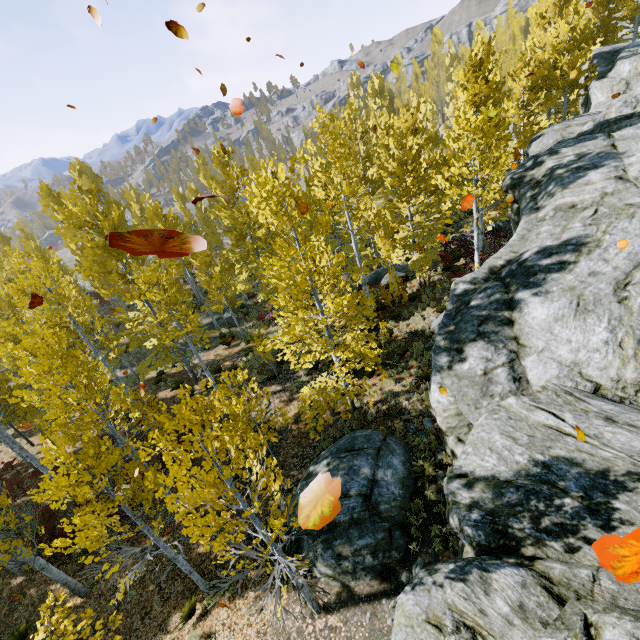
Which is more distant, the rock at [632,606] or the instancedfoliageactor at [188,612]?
the instancedfoliageactor at [188,612]

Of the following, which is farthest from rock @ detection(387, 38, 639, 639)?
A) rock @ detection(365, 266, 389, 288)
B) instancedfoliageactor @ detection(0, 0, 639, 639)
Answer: rock @ detection(365, 266, 389, 288)

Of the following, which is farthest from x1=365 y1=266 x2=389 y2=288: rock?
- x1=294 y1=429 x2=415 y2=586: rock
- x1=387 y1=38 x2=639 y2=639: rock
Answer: x1=294 y1=429 x2=415 y2=586: rock

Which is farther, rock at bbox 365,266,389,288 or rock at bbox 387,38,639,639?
rock at bbox 365,266,389,288

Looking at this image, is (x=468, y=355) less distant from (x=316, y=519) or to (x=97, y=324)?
(x=316, y=519)

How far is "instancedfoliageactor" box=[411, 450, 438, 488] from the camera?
9.2m

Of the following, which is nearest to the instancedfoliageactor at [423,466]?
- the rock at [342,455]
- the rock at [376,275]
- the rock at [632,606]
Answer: the rock at [632,606]
